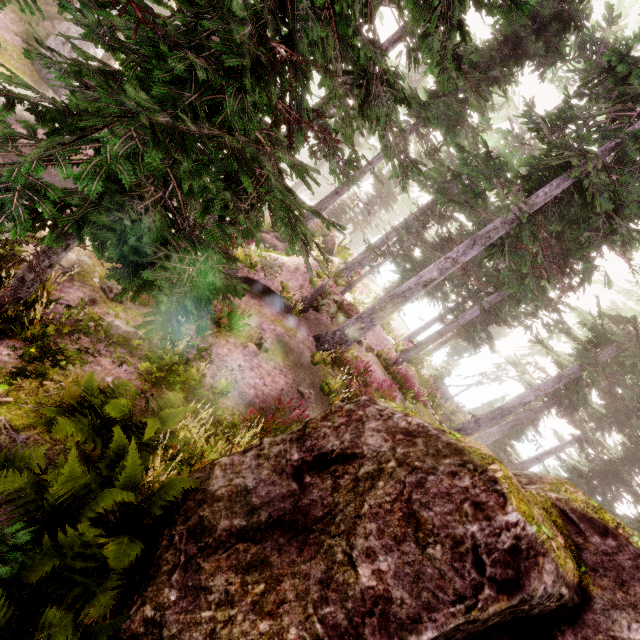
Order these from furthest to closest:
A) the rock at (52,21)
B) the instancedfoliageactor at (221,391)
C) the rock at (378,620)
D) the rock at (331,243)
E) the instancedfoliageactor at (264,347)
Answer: the rock at (331,243) → the rock at (52,21) → the instancedfoliageactor at (264,347) → the instancedfoliageactor at (221,391) → the rock at (378,620)

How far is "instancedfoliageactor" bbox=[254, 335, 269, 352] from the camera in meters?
9.5 m

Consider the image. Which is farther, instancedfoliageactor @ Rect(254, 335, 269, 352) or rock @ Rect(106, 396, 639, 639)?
instancedfoliageactor @ Rect(254, 335, 269, 352)

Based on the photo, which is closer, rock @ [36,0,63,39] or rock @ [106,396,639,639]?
rock @ [106,396,639,639]

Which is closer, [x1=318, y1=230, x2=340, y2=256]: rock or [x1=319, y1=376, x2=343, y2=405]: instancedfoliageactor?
[x1=319, y1=376, x2=343, y2=405]: instancedfoliageactor

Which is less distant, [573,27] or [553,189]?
[553,189]

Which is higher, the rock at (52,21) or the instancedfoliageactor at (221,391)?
the instancedfoliageactor at (221,391)
